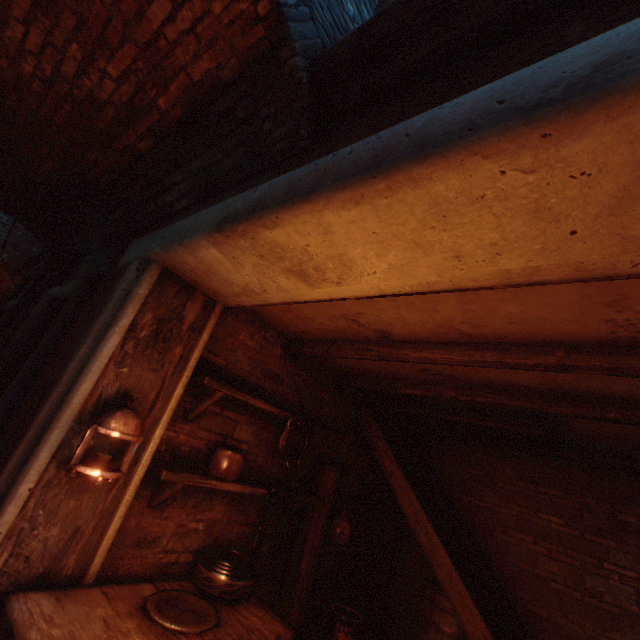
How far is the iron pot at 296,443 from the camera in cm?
306

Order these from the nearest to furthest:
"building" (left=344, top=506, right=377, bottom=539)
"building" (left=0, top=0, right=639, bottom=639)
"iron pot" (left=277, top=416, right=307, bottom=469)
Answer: "building" (left=0, top=0, right=639, bottom=639)
"iron pot" (left=277, top=416, right=307, bottom=469)
"building" (left=344, top=506, right=377, bottom=539)

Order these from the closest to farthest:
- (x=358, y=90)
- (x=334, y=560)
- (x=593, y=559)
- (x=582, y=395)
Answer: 1. (x=358, y=90)
2. (x=582, y=395)
3. (x=593, y=559)
4. (x=334, y=560)

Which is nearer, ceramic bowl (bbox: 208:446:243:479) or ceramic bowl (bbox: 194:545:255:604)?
ceramic bowl (bbox: 194:545:255:604)

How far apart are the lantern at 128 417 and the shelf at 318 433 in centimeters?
57cm

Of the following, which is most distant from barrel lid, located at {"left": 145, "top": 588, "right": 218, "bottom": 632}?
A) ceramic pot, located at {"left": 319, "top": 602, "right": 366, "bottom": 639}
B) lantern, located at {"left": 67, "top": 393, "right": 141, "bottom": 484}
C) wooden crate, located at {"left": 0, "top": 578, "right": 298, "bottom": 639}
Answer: ceramic pot, located at {"left": 319, "top": 602, "right": 366, "bottom": 639}

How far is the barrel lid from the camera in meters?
1.7 m

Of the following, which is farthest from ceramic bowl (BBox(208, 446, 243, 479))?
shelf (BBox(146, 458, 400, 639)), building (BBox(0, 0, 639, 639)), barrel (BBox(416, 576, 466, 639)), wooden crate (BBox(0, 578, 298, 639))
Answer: barrel (BBox(416, 576, 466, 639))
